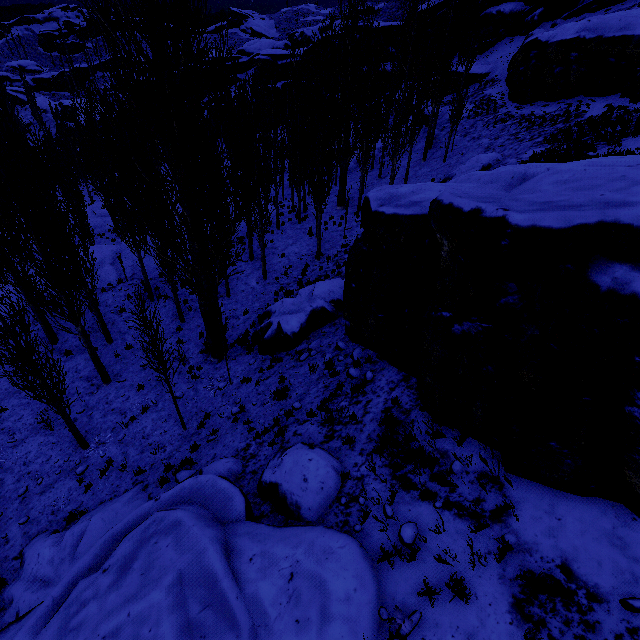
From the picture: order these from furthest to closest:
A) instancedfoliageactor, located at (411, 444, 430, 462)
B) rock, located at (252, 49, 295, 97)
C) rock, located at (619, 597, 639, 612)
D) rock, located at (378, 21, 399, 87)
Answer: rock, located at (252, 49, 295, 97) < rock, located at (378, 21, 399, 87) < instancedfoliageactor, located at (411, 444, 430, 462) < rock, located at (619, 597, 639, 612)

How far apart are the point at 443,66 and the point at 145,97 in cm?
2279

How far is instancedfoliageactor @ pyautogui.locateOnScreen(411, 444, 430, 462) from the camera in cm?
607

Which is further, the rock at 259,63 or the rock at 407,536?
the rock at 259,63

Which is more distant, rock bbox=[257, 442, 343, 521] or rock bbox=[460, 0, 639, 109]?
rock bbox=[460, 0, 639, 109]

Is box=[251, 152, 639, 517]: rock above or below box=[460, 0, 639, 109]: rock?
below

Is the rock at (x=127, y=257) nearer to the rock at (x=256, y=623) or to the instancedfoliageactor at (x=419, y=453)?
the instancedfoliageactor at (x=419, y=453)

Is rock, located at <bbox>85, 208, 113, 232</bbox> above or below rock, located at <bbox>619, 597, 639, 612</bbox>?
below
